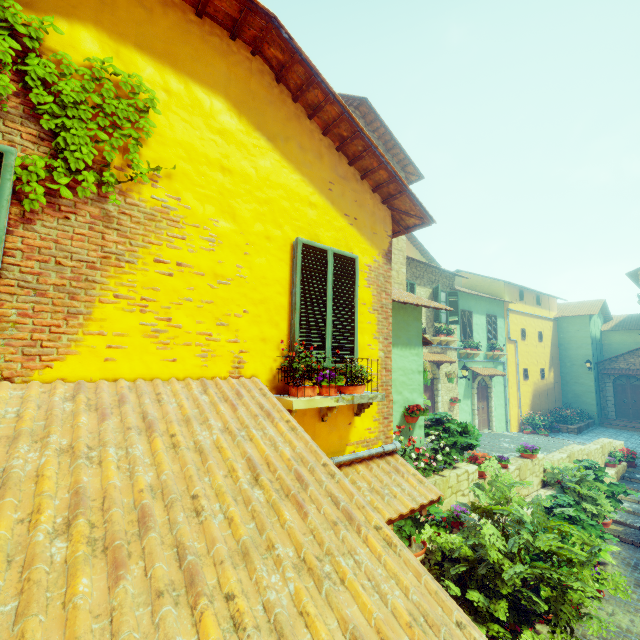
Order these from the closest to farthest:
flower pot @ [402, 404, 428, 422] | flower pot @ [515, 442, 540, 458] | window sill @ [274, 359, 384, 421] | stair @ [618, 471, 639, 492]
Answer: window sill @ [274, 359, 384, 421] < flower pot @ [402, 404, 428, 422] < flower pot @ [515, 442, 540, 458] < stair @ [618, 471, 639, 492]

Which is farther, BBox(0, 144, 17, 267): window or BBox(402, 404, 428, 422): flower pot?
BBox(402, 404, 428, 422): flower pot

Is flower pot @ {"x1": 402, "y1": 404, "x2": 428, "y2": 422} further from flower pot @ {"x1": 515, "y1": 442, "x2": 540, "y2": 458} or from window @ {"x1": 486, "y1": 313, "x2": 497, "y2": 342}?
window @ {"x1": 486, "y1": 313, "x2": 497, "y2": 342}

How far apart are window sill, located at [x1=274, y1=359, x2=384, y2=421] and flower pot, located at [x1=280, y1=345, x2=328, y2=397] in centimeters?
4cm

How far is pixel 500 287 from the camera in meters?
19.6

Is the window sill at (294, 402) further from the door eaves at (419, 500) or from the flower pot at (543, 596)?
the flower pot at (543, 596)

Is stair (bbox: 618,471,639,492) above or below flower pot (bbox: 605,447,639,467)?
below

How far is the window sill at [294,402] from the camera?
3.5 meters
